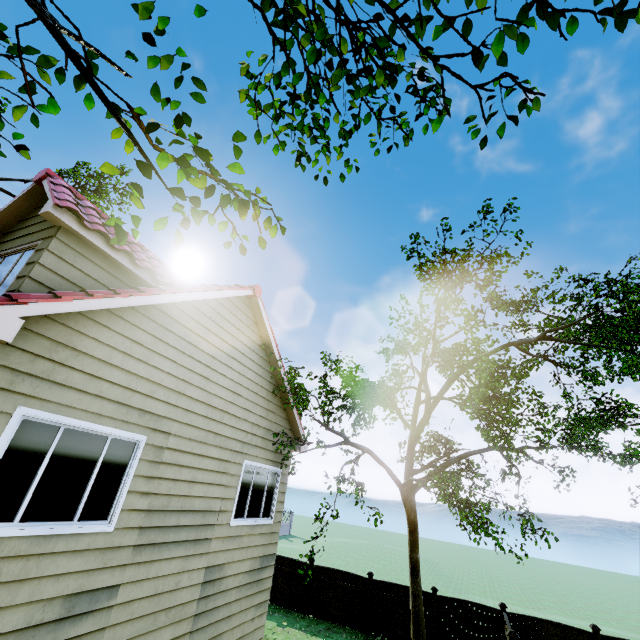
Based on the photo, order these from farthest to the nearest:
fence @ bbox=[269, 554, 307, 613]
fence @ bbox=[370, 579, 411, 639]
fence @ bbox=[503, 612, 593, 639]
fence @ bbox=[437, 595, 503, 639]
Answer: fence @ bbox=[269, 554, 307, 613] < fence @ bbox=[370, 579, 411, 639] < fence @ bbox=[437, 595, 503, 639] < fence @ bbox=[503, 612, 593, 639]

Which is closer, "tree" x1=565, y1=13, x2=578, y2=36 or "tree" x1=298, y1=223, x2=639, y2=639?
"tree" x1=565, y1=13, x2=578, y2=36

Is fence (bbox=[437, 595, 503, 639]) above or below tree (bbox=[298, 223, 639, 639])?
below

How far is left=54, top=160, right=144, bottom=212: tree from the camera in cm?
276

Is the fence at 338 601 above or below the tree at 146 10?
below

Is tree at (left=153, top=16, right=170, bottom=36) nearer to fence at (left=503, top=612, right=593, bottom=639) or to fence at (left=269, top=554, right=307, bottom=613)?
fence at (left=503, top=612, right=593, bottom=639)

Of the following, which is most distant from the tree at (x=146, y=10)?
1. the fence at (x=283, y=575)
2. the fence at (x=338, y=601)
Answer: the fence at (x=283, y=575)

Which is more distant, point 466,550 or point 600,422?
point 466,550
